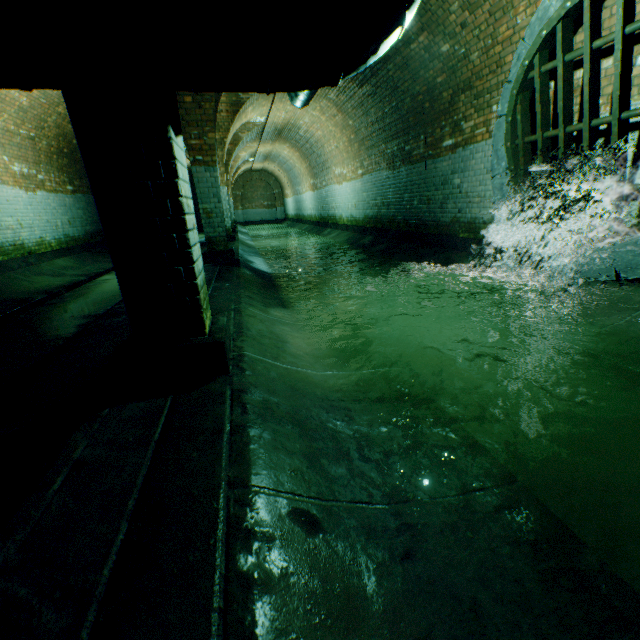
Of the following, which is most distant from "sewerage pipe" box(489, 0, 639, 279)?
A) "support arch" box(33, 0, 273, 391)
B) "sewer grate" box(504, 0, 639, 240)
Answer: "support arch" box(33, 0, 273, 391)

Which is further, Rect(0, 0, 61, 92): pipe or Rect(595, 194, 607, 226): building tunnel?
Rect(595, 194, 607, 226): building tunnel

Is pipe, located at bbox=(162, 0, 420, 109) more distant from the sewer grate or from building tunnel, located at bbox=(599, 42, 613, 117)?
the sewer grate

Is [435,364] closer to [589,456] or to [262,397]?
[589,456]

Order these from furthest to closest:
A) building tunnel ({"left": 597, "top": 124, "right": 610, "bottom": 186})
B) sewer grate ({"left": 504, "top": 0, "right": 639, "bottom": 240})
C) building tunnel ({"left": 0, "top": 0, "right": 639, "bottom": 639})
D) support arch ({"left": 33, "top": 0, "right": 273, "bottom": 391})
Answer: building tunnel ({"left": 597, "top": 124, "right": 610, "bottom": 186})
sewer grate ({"left": 504, "top": 0, "right": 639, "bottom": 240})
support arch ({"left": 33, "top": 0, "right": 273, "bottom": 391})
building tunnel ({"left": 0, "top": 0, "right": 639, "bottom": 639})

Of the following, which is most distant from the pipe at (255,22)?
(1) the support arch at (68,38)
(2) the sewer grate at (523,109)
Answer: (2) the sewer grate at (523,109)

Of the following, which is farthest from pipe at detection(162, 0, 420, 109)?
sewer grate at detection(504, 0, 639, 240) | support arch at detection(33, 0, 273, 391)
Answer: sewer grate at detection(504, 0, 639, 240)

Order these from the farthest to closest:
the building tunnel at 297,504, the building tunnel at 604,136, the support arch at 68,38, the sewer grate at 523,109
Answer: the building tunnel at 604,136, the sewer grate at 523,109, the support arch at 68,38, the building tunnel at 297,504
